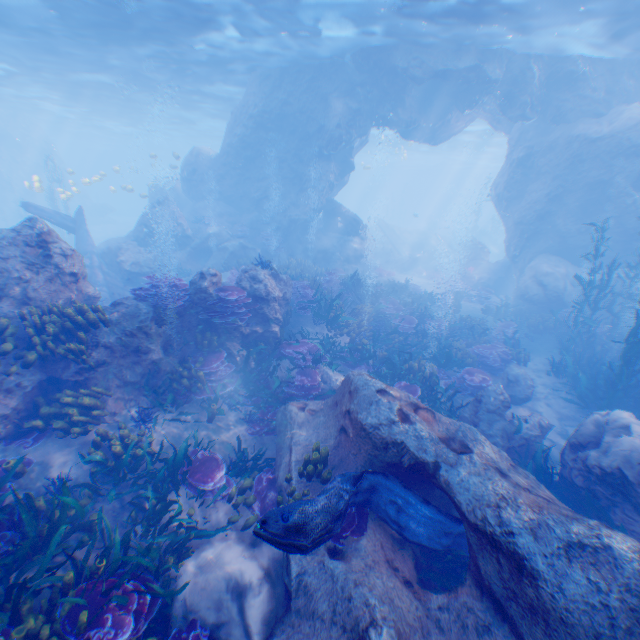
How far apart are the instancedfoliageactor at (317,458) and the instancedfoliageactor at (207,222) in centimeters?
1951cm

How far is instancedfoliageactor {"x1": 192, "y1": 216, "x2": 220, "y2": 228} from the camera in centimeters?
2235cm

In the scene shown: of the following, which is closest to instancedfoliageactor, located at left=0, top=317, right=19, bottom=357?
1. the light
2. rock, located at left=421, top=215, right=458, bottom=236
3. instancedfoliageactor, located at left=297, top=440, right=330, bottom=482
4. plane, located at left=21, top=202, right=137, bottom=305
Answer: plane, located at left=21, top=202, right=137, bottom=305

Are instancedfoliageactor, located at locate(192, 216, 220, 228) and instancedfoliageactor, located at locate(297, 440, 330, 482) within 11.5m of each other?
no

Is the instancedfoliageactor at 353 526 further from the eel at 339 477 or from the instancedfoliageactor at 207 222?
the instancedfoliageactor at 207 222

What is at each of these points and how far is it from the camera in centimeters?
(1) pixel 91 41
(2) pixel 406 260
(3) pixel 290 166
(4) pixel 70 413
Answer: (1) light, 1722cm
(2) plane, 2972cm
(3) rock, 2152cm
(4) instancedfoliageactor, 650cm

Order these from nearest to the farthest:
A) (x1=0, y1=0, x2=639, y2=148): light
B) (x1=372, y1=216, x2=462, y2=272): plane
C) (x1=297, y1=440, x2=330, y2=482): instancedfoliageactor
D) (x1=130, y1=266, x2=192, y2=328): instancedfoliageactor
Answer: (x1=297, y1=440, x2=330, y2=482): instancedfoliageactor < (x1=130, y1=266, x2=192, y2=328): instancedfoliageactor < (x1=0, y1=0, x2=639, y2=148): light < (x1=372, y1=216, x2=462, y2=272): plane

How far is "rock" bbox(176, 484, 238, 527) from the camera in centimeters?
602cm
